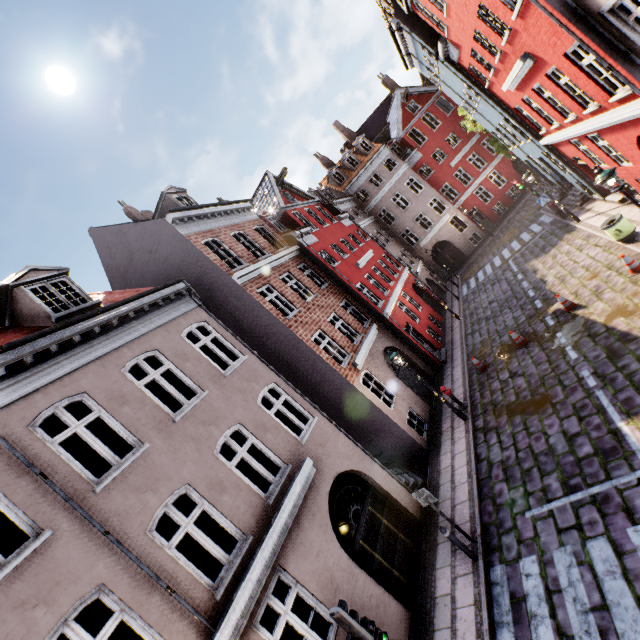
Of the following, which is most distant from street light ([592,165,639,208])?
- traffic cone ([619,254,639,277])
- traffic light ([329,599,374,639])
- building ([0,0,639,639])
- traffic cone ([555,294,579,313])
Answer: traffic light ([329,599,374,639])

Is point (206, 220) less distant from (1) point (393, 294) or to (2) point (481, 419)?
(1) point (393, 294)

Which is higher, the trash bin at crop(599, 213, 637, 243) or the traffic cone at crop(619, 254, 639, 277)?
the trash bin at crop(599, 213, 637, 243)

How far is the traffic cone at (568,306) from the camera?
11.9 meters

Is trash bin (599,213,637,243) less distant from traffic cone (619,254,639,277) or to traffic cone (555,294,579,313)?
traffic cone (619,254,639,277)

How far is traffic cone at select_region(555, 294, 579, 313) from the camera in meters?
11.9

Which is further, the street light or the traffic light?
the street light

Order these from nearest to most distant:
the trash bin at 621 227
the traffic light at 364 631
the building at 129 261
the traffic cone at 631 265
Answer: the traffic light at 364 631 < the building at 129 261 < the traffic cone at 631 265 < the trash bin at 621 227
